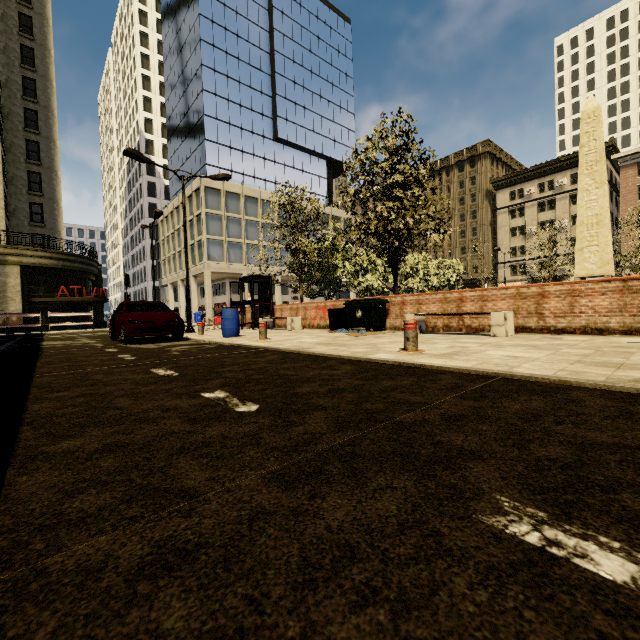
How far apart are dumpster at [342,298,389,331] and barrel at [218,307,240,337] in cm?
362

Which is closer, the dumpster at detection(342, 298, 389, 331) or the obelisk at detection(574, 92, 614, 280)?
the dumpster at detection(342, 298, 389, 331)

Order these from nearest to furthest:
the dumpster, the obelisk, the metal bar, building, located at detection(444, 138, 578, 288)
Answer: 1. the metal bar
2. the dumpster
3. the obelisk
4. building, located at detection(444, 138, 578, 288)

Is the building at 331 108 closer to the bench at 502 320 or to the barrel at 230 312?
the barrel at 230 312

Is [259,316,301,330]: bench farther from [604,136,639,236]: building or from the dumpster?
[604,136,639,236]: building

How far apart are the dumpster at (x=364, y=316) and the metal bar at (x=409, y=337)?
4.9 meters

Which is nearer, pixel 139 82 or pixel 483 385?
pixel 483 385

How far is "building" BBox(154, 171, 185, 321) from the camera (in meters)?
42.56
